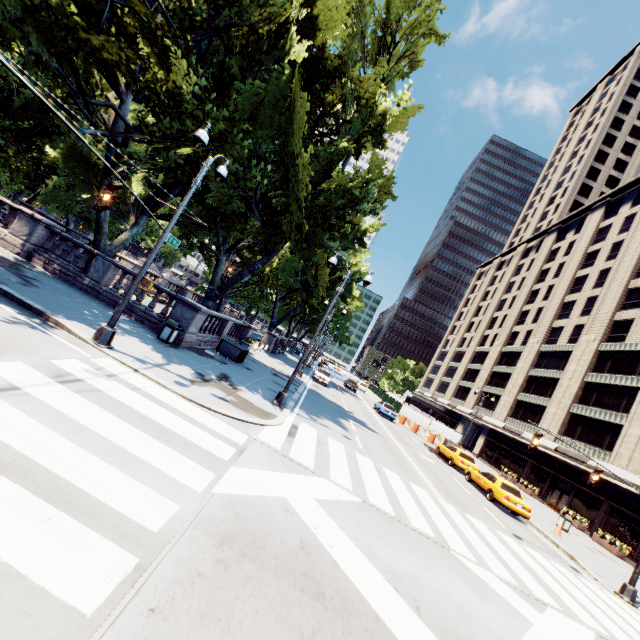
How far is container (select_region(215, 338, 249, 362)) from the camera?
18.86m

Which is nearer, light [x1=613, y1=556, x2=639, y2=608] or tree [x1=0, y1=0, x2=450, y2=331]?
tree [x1=0, y1=0, x2=450, y2=331]

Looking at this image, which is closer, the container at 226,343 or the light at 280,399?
the light at 280,399

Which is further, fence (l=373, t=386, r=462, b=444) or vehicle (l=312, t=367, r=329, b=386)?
fence (l=373, t=386, r=462, b=444)

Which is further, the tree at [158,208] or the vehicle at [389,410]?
the vehicle at [389,410]

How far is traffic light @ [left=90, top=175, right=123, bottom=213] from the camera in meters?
7.4 m

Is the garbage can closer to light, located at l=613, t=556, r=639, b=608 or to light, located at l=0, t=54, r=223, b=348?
light, located at l=0, t=54, r=223, b=348

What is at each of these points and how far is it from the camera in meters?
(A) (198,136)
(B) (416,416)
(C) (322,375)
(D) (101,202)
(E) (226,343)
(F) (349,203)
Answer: (A) light, 9.4
(B) fence, 38.8
(C) vehicle, 33.7
(D) traffic light, 7.4
(E) container, 19.0
(F) tree, 18.4
